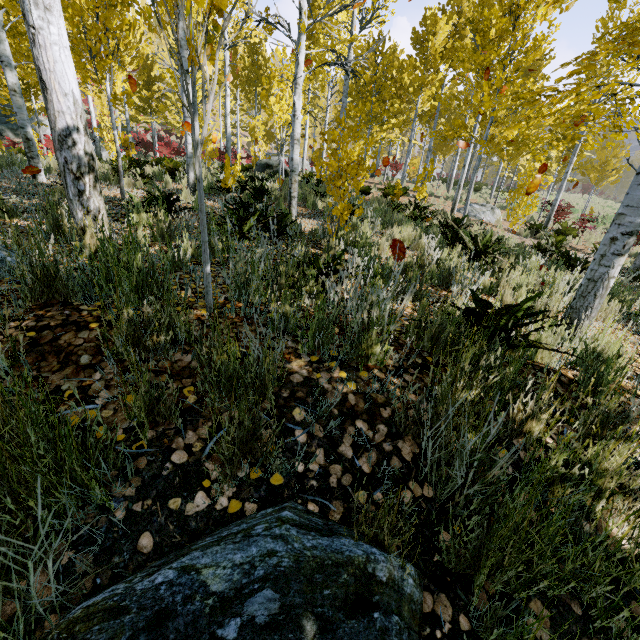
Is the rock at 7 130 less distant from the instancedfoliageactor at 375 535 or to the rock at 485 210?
the instancedfoliageactor at 375 535

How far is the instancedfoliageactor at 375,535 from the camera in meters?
1.1 m

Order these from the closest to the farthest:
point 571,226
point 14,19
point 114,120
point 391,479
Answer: point 391,479 → point 114,120 → point 14,19 → point 571,226

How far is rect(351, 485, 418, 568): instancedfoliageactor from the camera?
1.13m

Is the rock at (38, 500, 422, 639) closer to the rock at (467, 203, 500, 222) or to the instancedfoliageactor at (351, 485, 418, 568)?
the instancedfoliageactor at (351, 485, 418, 568)

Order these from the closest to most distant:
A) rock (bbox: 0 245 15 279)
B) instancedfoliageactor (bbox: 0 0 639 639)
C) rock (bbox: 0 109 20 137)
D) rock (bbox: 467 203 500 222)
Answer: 1. instancedfoliageactor (bbox: 0 0 639 639)
2. rock (bbox: 0 245 15 279)
3. rock (bbox: 467 203 500 222)
4. rock (bbox: 0 109 20 137)

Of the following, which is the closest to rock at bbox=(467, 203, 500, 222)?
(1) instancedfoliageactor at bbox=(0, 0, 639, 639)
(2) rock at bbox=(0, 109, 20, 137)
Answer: (1) instancedfoliageactor at bbox=(0, 0, 639, 639)
